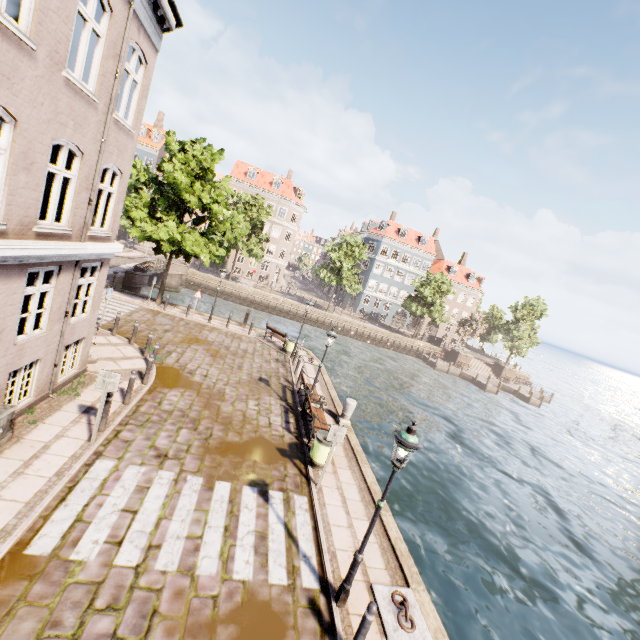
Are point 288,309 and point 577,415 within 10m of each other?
no

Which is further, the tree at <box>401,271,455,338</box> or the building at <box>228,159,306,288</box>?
the building at <box>228,159,306,288</box>

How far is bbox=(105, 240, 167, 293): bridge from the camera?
21.95m

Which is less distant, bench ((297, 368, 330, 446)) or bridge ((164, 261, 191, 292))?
bench ((297, 368, 330, 446))

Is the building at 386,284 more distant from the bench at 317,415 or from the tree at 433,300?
the bench at 317,415

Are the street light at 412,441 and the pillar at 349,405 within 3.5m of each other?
no

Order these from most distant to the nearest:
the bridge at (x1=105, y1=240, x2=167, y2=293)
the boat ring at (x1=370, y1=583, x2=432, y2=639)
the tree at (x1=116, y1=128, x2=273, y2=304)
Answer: the bridge at (x1=105, y1=240, x2=167, y2=293), the tree at (x1=116, y1=128, x2=273, y2=304), the boat ring at (x1=370, y1=583, x2=432, y2=639)

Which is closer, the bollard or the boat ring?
the bollard
